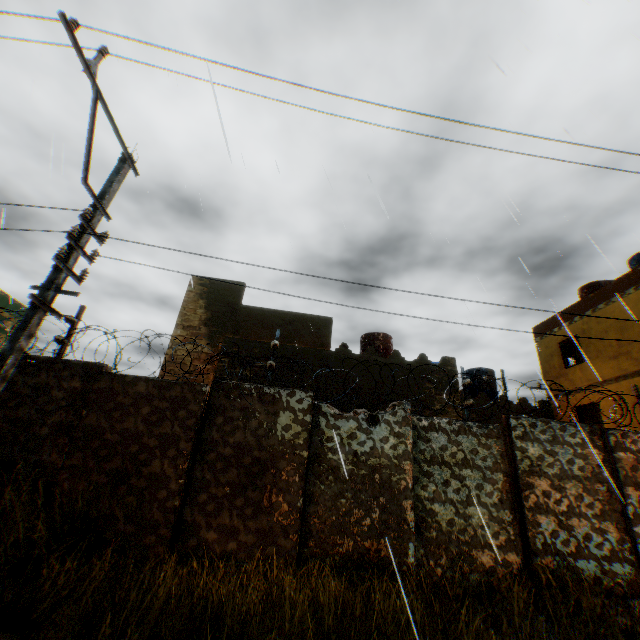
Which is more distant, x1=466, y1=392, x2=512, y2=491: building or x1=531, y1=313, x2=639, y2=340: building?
x1=466, y1=392, x2=512, y2=491: building

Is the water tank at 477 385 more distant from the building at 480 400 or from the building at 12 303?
the building at 12 303

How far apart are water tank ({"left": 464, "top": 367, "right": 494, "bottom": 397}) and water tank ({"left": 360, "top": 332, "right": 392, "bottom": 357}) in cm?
579

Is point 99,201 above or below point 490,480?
above

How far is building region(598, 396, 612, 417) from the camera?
13.02m

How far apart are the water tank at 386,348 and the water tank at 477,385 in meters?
5.8 m

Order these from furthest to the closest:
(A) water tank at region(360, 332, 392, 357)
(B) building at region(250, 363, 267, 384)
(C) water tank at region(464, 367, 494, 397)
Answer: (C) water tank at region(464, 367, 494, 397) < (A) water tank at region(360, 332, 392, 357) < (B) building at region(250, 363, 267, 384)

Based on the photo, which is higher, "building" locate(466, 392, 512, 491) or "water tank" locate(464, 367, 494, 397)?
"water tank" locate(464, 367, 494, 397)
